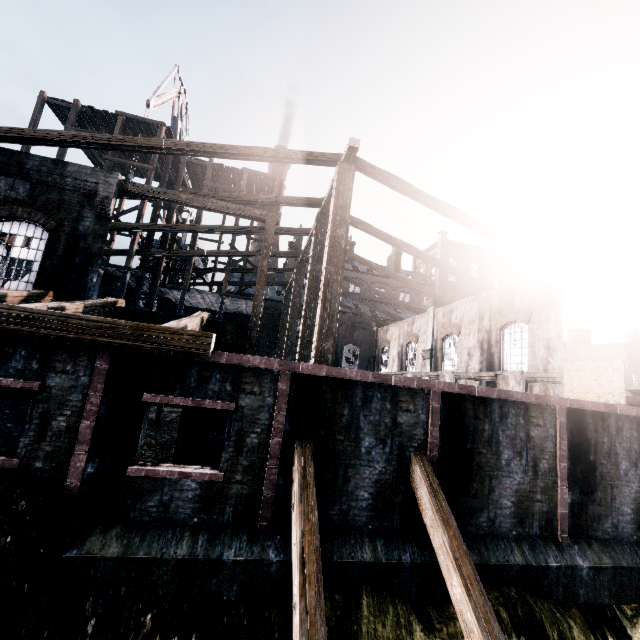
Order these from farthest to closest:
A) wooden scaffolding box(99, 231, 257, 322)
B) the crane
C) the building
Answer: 1. the crane
2. wooden scaffolding box(99, 231, 257, 322)
3. the building

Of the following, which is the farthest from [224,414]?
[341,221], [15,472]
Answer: [341,221]

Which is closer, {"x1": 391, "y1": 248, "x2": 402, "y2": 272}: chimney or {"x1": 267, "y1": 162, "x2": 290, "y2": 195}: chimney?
{"x1": 267, "y1": 162, "x2": 290, "y2": 195}: chimney

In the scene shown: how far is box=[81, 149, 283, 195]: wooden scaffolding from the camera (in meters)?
24.25

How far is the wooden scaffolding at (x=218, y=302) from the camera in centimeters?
2304cm

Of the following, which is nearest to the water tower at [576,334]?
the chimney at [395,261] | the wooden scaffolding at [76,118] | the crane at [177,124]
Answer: the chimney at [395,261]

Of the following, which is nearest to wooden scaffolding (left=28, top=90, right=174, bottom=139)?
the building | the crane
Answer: the building

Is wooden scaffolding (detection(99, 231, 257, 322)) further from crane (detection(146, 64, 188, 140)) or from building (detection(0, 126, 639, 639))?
crane (detection(146, 64, 188, 140))
